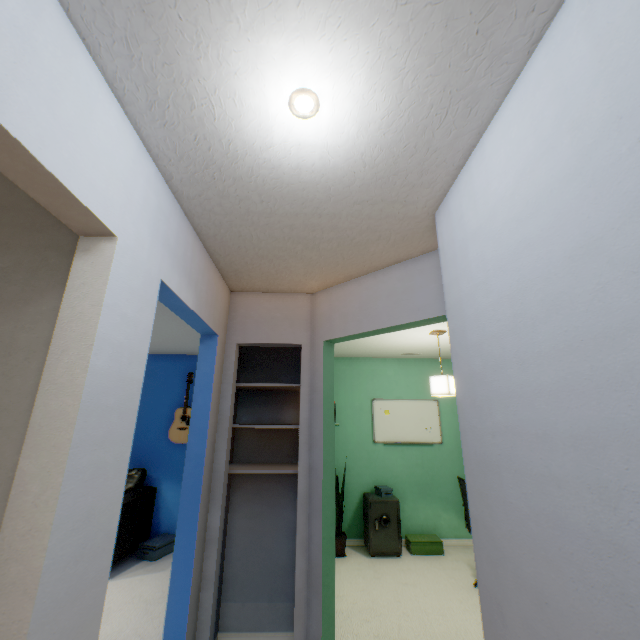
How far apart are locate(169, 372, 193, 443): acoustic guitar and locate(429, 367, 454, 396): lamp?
3.21m

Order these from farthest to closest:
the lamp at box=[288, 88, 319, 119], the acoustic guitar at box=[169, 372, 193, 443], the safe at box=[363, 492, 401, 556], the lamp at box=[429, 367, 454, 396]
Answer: the acoustic guitar at box=[169, 372, 193, 443] < the safe at box=[363, 492, 401, 556] < the lamp at box=[429, 367, 454, 396] < the lamp at box=[288, 88, 319, 119]

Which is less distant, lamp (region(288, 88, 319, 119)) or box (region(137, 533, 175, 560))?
lamp (region(288, 88, 319, 119))

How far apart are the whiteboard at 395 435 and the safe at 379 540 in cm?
74

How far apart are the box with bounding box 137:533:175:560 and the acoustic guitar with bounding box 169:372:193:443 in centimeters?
113cm

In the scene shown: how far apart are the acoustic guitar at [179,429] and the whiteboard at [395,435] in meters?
2.5 m

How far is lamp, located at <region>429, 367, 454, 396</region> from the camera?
3.23m

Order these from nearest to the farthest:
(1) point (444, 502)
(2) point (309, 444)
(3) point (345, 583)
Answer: (2) point (309, 444) → (3) point (345, 583) → (1) point (444, 502)
